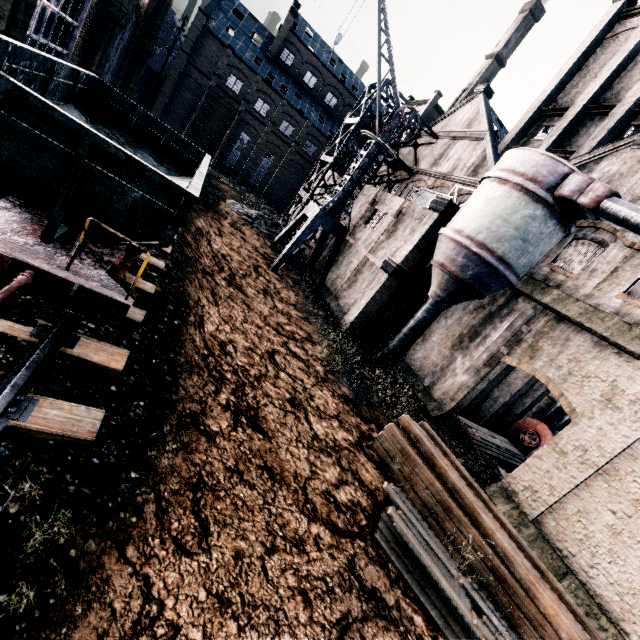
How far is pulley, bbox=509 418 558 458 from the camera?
22.6 meters

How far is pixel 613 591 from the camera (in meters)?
11.02

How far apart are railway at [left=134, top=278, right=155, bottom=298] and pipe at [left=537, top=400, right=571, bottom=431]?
29.4m

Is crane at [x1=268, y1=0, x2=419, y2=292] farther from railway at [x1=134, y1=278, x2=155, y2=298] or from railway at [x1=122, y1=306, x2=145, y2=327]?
railway at [x1=122, y1=306, x2=145, y2=327]

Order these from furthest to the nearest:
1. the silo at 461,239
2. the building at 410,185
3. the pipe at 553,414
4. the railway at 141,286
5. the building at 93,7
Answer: the pipe at 553,414 → the building at 410,185 → the building at 93,7 → the silo at 461,239 → the railway at 141,286

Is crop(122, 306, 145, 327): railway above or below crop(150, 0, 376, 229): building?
below

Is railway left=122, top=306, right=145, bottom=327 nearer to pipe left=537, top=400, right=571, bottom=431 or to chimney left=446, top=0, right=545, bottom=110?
pipe left=537, top=400, right=571, bottom=431

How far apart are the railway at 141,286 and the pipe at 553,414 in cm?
2945
